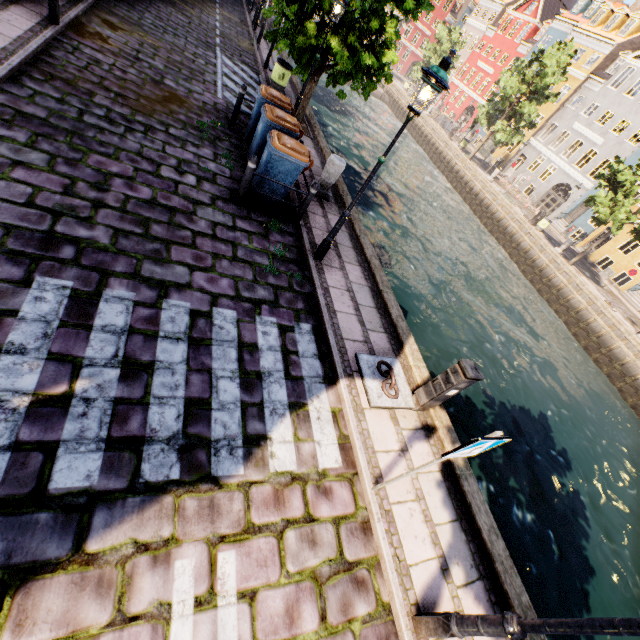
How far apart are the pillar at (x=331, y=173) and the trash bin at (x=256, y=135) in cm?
93

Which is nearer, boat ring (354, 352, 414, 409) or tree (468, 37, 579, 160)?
boat ring (354, 352, 414, 409)

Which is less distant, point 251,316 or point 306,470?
point 306,470

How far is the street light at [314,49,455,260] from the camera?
4.55m

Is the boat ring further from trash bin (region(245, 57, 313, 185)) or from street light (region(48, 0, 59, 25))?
trash bin (region(245, 57, 313, 185))

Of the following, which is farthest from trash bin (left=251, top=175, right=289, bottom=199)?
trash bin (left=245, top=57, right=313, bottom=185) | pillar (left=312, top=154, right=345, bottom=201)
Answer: pillar (left=312, top=154, right=345, bottom=201)

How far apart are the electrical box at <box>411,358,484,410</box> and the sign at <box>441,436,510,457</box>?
1.6 meters

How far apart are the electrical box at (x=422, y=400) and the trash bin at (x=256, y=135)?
6.29m
